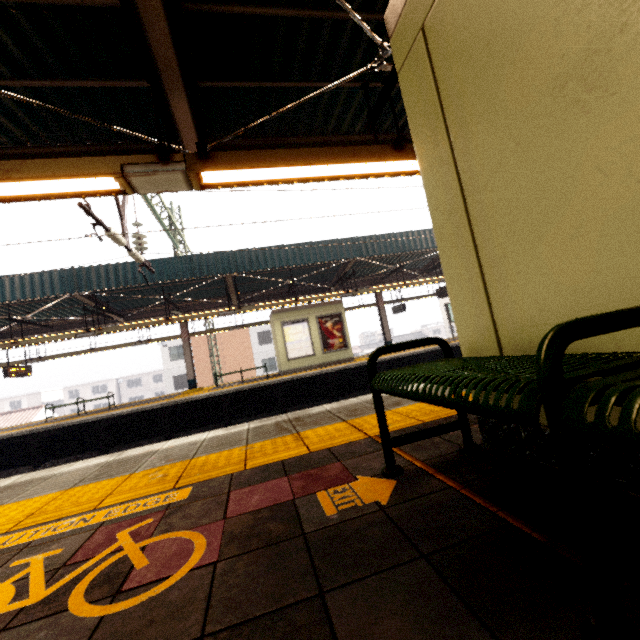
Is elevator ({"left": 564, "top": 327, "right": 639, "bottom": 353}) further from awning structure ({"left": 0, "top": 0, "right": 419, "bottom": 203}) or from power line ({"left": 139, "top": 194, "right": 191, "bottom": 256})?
power line ({"left": 139, "top": 194, "right": 191, "bottom": 256})

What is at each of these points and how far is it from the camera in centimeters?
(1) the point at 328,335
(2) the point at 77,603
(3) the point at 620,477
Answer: (1) sign, 1495cm
(2) ground decal, 119cm
(3) elevator, 124cm

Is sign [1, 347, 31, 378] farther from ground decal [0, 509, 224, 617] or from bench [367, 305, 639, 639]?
bench [367, 305, 639, 639]

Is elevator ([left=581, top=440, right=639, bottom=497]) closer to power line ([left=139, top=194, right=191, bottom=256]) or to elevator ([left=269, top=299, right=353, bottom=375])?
power line ([left=139, top=194, right=191, bottom=256])

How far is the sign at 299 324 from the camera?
14.5 meters

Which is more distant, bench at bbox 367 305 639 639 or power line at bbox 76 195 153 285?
power line at bbox 76 195 153 285

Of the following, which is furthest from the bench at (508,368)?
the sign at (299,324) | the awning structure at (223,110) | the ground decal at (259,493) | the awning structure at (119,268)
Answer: the sign at (299,324)

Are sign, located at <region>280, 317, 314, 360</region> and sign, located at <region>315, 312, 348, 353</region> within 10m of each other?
yes
